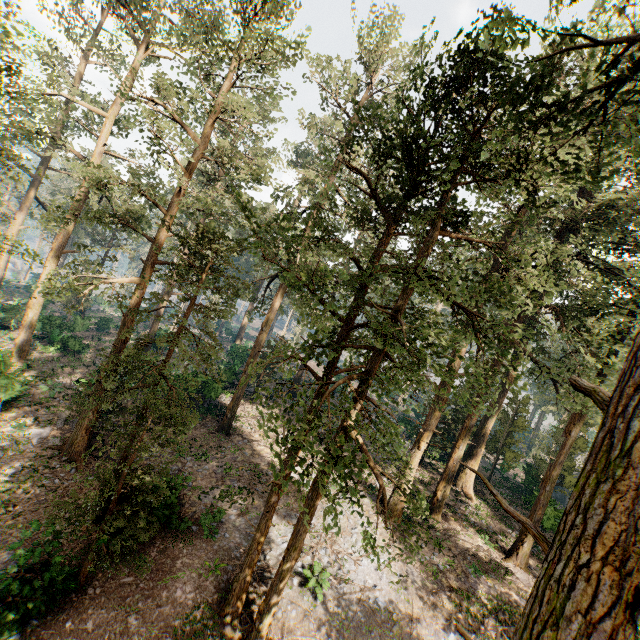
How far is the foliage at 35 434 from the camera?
17.5 meters

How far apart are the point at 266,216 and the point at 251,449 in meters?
16.3

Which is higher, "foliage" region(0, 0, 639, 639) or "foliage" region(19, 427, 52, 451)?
"foliage" region(0, 0, 639, 639)

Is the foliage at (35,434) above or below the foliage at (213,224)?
below

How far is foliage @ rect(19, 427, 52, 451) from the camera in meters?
17.5

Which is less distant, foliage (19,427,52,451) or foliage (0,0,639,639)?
foliage (0,0,639,639)
